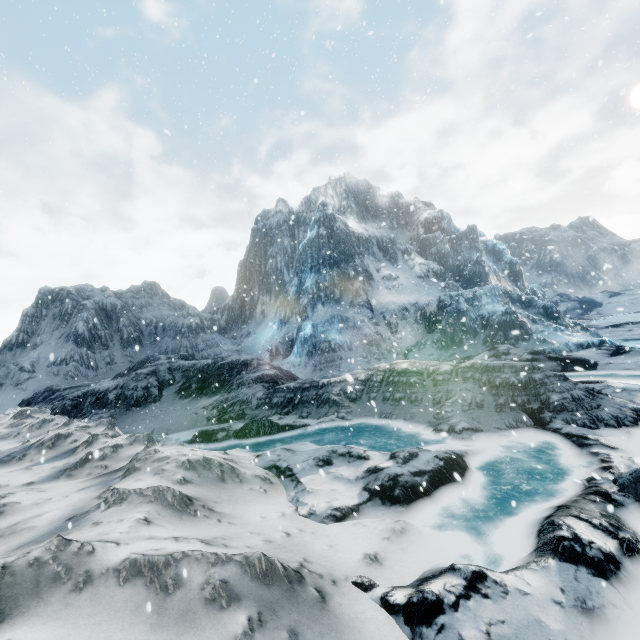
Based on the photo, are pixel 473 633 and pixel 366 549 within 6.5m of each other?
yes
